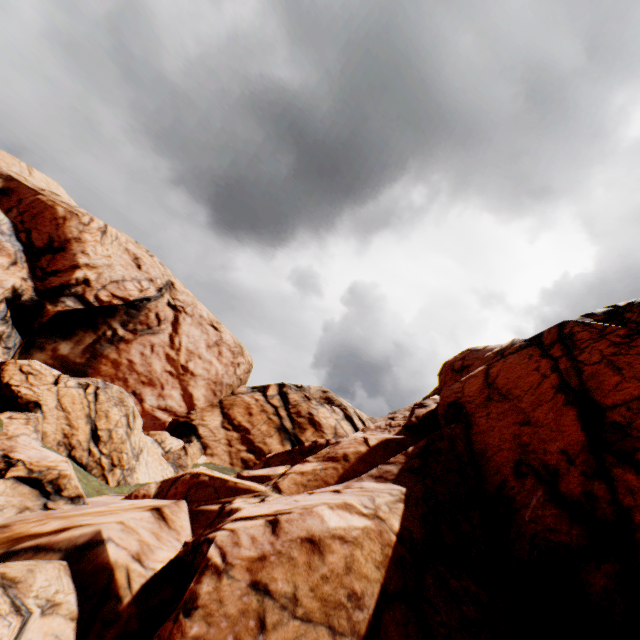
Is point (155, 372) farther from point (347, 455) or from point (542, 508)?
point (542, 508)
